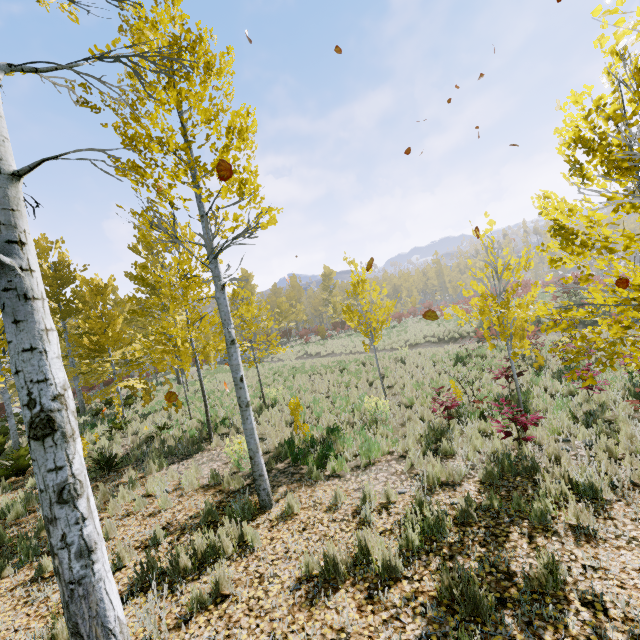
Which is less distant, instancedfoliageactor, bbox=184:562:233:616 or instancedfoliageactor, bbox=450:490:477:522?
instancedfoliageactor, bbox=184:562:233:616

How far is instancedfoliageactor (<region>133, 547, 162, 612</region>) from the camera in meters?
3.4

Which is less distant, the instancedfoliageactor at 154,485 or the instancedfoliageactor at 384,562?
the instancedfoliageactor at 384,562

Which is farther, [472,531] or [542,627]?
[472,531]
